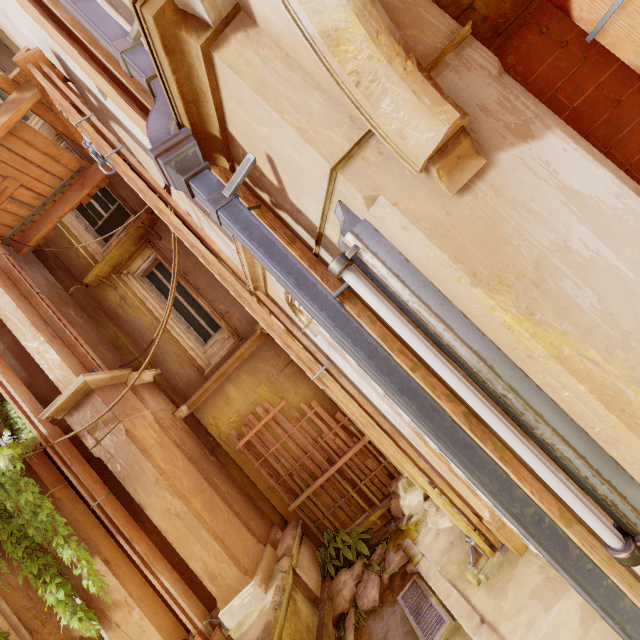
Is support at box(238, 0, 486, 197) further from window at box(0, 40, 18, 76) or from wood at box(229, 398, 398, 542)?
window at box(0, 40, 18, 76)

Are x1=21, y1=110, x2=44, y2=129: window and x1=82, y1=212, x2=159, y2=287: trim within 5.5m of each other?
yes

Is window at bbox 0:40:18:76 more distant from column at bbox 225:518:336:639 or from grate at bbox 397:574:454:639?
grate at bbox 397:574:454:639

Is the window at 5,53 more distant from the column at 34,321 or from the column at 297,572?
the column at 297,572

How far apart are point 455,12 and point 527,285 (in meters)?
1.40

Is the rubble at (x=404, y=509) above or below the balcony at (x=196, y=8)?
below

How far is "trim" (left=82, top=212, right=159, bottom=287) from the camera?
7.1 meters

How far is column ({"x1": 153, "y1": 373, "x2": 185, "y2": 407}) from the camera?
7.01m
